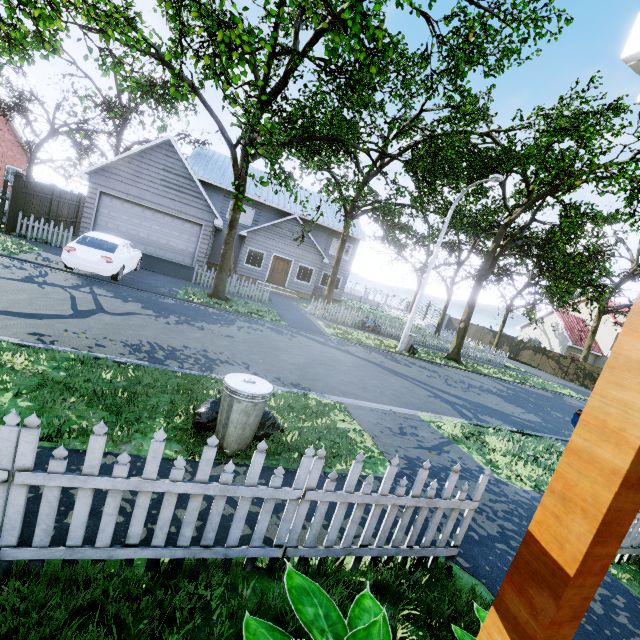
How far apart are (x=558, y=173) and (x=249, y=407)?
13.7 meters

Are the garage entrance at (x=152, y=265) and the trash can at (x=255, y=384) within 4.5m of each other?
no

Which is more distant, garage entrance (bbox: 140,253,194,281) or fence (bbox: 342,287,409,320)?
fence (bbox: 342,287,409,320)

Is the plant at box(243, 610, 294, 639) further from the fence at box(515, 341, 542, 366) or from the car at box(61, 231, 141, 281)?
the car at box(61, 231, 141, 281)

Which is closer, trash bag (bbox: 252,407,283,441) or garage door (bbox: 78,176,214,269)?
trash bag (bbox: 252,407,283,441)

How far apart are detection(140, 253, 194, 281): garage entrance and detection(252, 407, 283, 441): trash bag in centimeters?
1320cm

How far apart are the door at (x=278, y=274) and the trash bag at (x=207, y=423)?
19.8m

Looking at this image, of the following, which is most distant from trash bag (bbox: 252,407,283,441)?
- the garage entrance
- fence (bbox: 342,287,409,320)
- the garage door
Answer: the garage door
